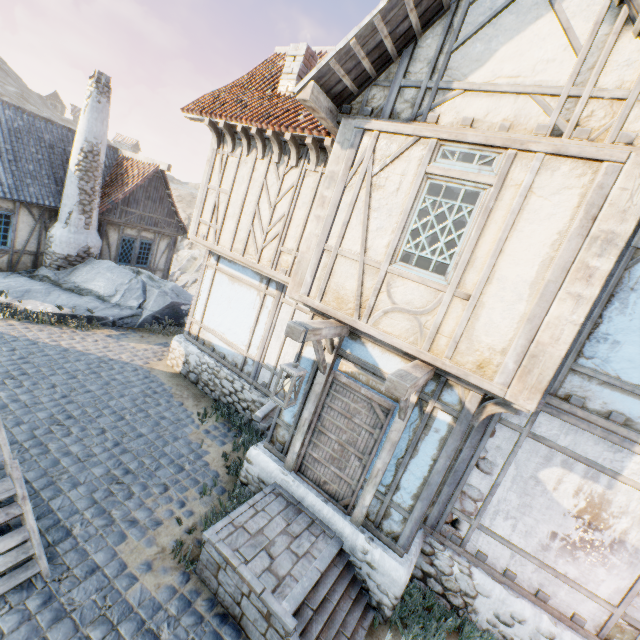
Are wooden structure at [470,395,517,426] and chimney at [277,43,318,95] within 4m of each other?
no

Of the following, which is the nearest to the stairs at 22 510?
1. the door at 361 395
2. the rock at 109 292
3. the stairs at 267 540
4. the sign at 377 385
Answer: the stairs at 267 540

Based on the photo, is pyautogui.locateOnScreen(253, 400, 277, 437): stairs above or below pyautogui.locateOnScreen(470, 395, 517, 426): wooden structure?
below

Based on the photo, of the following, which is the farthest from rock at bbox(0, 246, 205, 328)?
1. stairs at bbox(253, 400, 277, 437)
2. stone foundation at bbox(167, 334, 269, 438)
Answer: stairs at bbox(253, 400, 277, 437)

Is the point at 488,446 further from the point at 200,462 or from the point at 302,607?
the point at 200,462

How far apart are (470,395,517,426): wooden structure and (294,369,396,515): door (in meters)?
1.10

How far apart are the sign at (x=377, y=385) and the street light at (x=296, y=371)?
0.10m

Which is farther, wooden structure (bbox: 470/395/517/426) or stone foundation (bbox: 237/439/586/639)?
stone foundation (bbox: 237/439/586/639)
